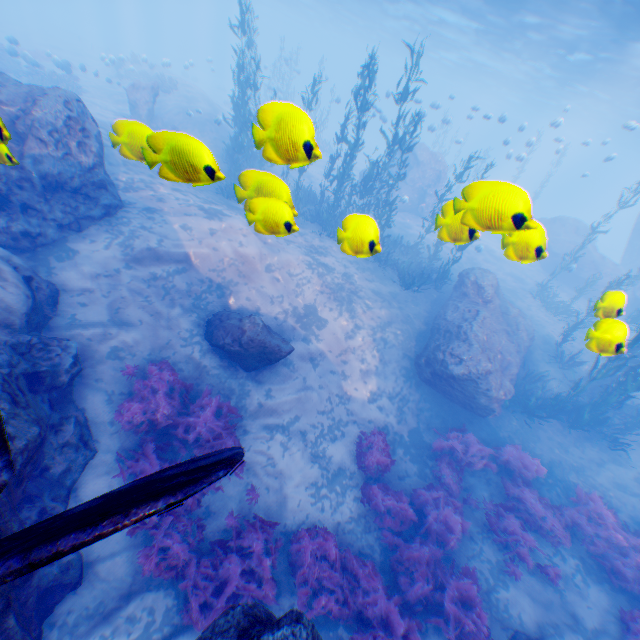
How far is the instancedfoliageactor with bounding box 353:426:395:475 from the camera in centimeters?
928cm

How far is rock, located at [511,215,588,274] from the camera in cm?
384

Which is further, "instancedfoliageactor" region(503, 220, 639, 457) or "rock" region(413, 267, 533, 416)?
"rock" region(413, 267, 533, 416)

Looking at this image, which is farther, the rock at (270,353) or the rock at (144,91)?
the rock at (144,91)

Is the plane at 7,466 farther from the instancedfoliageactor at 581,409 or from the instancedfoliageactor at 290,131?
the instancedfoliageactor at 581,409

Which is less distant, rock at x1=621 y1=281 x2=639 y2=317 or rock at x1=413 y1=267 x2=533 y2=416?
rock at x1=621 y1=281 x2=639 y2=317

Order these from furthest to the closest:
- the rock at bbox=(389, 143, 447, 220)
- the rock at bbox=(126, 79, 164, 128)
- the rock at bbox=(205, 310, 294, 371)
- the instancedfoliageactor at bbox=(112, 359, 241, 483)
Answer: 1. the rock at bbox=(389, 143, 447, 220)
2. the rock at bbox=(126, 79, 164, 128)
3. the rock at bbox=(205, 310, 294, 371)
4. the instancedfoliageactor at bbox=(112, 359, 241, 483)

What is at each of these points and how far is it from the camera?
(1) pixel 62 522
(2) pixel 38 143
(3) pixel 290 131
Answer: (1) plane, 1.95m
(2) rock, 8.32m
(3) instancedfoliageactor, 2.98m
